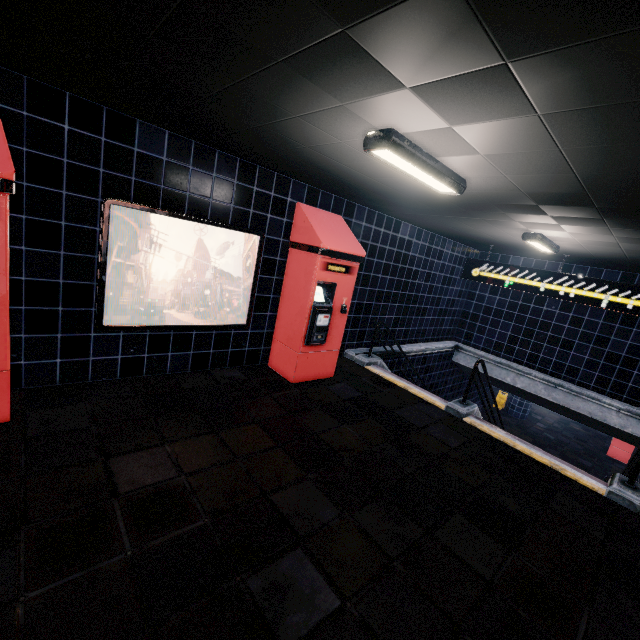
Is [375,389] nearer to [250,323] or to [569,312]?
[250,323]
